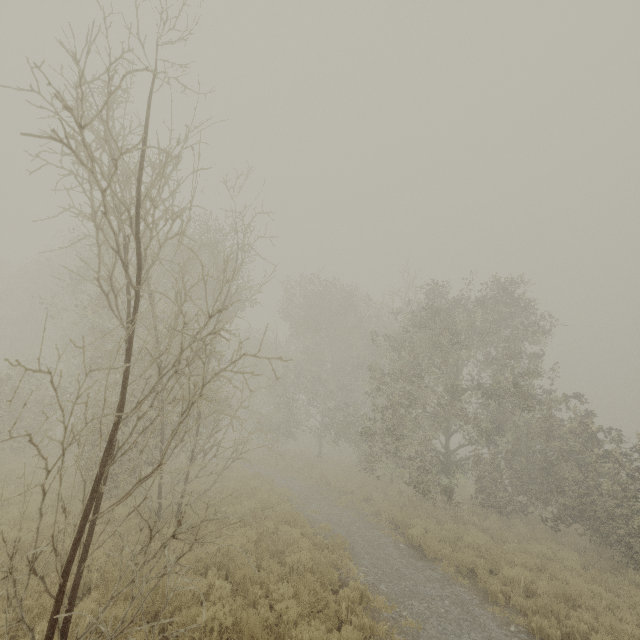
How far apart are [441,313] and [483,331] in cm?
371
